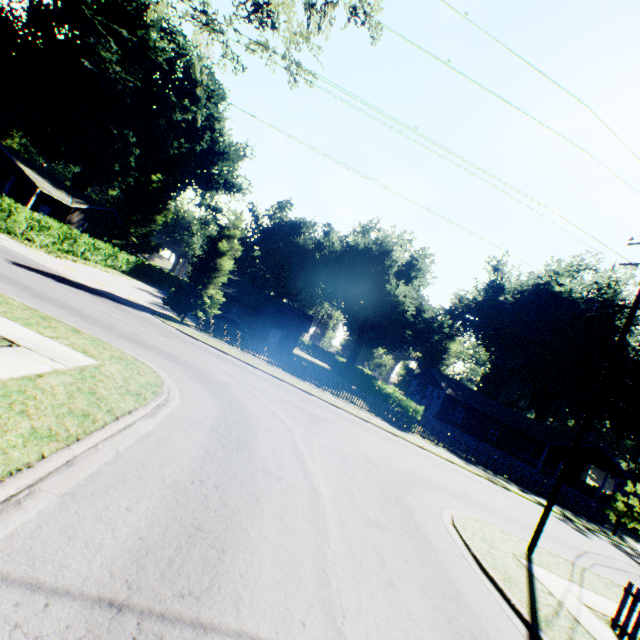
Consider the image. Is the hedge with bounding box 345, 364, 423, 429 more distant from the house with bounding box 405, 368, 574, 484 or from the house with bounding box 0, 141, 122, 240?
the house with bounding box 0, 141, 122, 240

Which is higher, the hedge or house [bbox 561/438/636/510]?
house [bbox 561/438/636/510]

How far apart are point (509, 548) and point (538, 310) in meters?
58.3 m

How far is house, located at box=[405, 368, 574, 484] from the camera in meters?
36.4 m

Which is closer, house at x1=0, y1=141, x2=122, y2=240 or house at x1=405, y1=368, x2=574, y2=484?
house at x1=0, y1=141, x2=122, y2=240

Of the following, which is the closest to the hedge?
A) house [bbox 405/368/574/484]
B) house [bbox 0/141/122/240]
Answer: house [bbox 405/368/574/484]

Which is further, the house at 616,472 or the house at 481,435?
the house at 481,435

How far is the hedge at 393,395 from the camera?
24.11m
